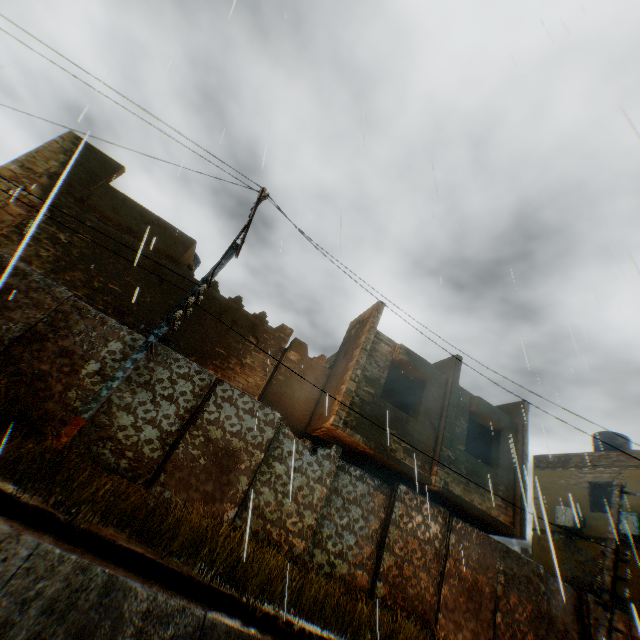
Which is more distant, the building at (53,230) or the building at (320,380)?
the building at (320,380)

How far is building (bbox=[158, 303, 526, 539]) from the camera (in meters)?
9.66

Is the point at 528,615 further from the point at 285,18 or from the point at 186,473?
the point at 285,18

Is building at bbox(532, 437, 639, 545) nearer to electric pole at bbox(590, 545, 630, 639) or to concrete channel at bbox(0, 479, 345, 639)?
concrete channel at bbox(0, 479, 345, 639)

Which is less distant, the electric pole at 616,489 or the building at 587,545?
the electric pole at 616,489

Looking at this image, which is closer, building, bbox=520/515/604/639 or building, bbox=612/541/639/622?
building, bbox=612/541/639/622

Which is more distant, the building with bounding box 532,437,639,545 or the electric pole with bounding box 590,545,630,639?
the building with bounding box 532,437,639,545
